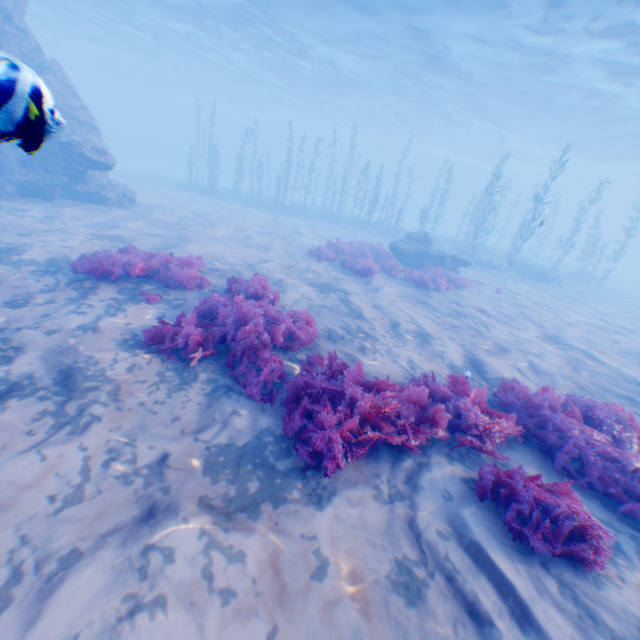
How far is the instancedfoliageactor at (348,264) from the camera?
13.0 meters

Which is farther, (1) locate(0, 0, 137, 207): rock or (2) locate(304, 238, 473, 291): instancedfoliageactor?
(2) locate(304, 238, 473, 291): instancedfoliageactor

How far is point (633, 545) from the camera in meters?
3.7 m

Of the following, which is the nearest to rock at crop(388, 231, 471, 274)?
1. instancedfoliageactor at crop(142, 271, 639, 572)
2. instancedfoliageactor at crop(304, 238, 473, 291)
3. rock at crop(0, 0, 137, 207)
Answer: instancedfoliageactor at crop(304, 238, 473, 291)

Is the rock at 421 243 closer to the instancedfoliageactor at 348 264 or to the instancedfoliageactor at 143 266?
the instancedfoliageactor at 348 264

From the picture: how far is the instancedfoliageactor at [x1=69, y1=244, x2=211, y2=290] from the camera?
7.2m

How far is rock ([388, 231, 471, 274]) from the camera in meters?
16.6

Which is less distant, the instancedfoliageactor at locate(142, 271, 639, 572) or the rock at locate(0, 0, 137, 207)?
the rock at locate(0, 0, 137, 207)
